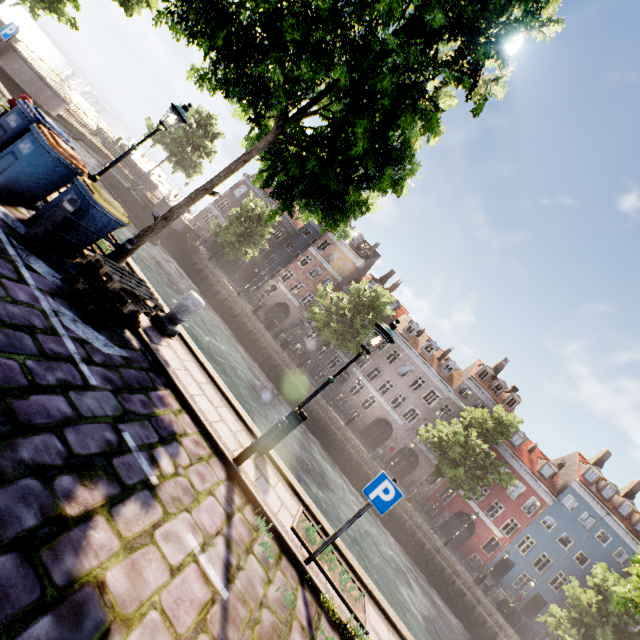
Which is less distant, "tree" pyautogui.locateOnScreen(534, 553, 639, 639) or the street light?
the street light

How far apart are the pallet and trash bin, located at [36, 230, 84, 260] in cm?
66

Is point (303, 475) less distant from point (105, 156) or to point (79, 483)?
point (79, 483)

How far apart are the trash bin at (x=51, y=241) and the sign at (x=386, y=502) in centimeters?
663cm

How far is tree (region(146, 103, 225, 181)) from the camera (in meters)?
33.09

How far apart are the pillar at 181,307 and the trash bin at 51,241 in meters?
1.8 m

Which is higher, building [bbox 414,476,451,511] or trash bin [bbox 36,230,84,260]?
building [bbox 414,476,451,511]

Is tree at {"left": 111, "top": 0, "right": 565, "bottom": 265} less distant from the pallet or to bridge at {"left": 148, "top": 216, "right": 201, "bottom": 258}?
bridge at {"left": 148, "top": 216, "right": 201, "bottom": 258}
